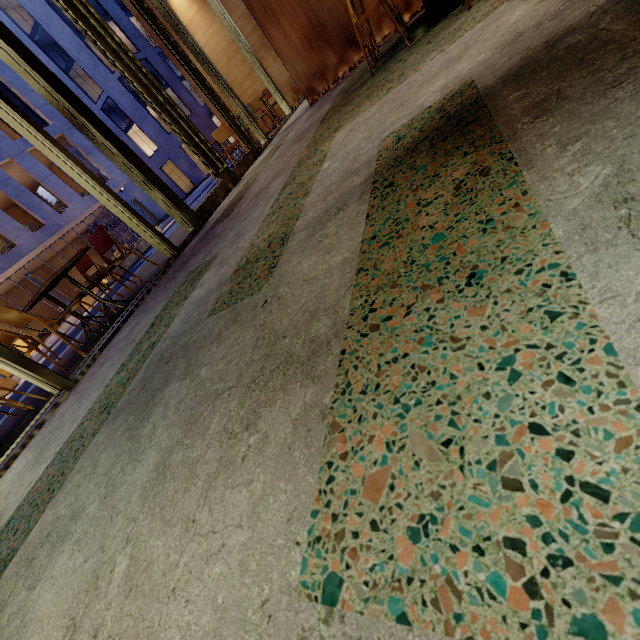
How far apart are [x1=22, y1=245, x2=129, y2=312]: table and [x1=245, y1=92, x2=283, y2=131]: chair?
6.38m

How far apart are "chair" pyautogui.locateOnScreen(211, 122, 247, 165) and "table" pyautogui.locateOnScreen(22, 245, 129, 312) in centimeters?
436cm

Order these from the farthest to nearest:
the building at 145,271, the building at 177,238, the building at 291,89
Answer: the building at 291,89 < the building at 177,238 < the building at 145,271

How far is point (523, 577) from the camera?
0.36m

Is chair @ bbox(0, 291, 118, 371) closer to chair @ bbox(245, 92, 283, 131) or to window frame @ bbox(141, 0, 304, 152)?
window frame @ bbox(141, 0, 304, 152)

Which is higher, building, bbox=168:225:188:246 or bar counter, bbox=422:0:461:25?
bar counter, bbox=422:0:461:25

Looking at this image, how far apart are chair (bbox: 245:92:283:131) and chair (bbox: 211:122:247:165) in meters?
1.5

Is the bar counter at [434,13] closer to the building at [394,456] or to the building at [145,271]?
the building at [394,456]
